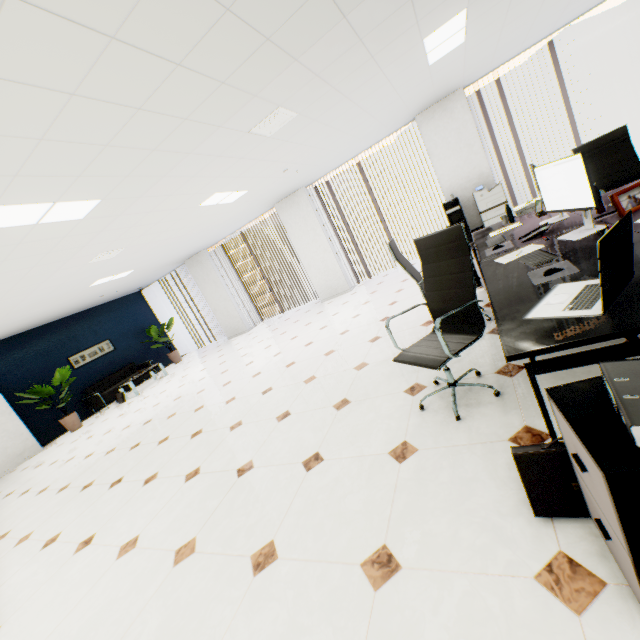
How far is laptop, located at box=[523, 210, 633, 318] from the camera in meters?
1.2

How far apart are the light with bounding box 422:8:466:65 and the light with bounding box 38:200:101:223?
4.2m

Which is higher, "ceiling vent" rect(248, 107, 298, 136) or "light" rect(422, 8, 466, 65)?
"light" rect(422, 8, 466, 65)

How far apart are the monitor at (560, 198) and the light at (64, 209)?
4.2m

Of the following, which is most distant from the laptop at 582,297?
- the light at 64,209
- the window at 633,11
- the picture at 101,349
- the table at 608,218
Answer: the picture at 101,349

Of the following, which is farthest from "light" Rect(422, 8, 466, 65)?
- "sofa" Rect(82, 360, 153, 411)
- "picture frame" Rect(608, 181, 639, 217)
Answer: "sofa" Rect(82, 360, 153, 411)

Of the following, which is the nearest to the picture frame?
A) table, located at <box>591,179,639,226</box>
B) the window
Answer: table, located at <box>591,179,639,226</box>

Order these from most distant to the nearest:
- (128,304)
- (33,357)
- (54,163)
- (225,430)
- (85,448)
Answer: (128,304) → (33,357) → (85,448) → (225,430) → (54,163)
